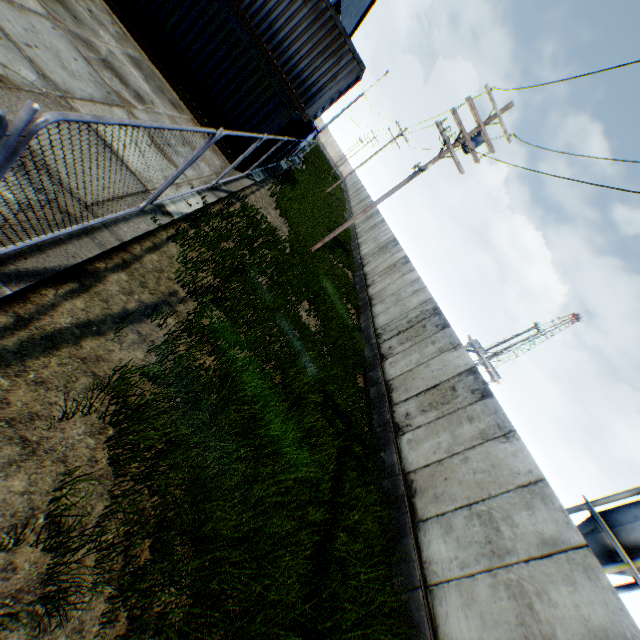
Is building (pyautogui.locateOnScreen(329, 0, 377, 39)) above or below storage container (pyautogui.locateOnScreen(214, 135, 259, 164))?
above

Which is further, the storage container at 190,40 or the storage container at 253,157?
the storage container at 253,157

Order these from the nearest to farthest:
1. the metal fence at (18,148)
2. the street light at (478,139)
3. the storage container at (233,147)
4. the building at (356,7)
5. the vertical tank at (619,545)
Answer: the metal fence at (18,148) → the storage container at (233,147) → the street light at (478,139) → the vertical tank at (619,545) → the building at (356,7)

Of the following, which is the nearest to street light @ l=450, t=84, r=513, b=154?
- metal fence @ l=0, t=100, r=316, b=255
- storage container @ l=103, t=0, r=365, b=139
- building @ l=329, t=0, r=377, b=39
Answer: storage container @ l=103, t=0, r=365, b=139

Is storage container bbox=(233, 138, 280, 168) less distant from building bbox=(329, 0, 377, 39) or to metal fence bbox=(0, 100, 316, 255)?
metal fence bbox=(0, 100, 316, 255)

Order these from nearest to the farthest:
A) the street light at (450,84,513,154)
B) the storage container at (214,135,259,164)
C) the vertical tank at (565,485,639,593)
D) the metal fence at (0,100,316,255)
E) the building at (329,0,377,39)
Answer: the metal fence at (0,100,316,255) → the storage container at (214,135,259,164) → the street light at (450,84,513,154) → the vertical tank at (565,485,639,593) → the building at (329,0,377,39)

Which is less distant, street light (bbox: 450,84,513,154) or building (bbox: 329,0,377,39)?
street light (bbox: 450,84,513,154)

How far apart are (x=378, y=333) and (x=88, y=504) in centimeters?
1229cm
